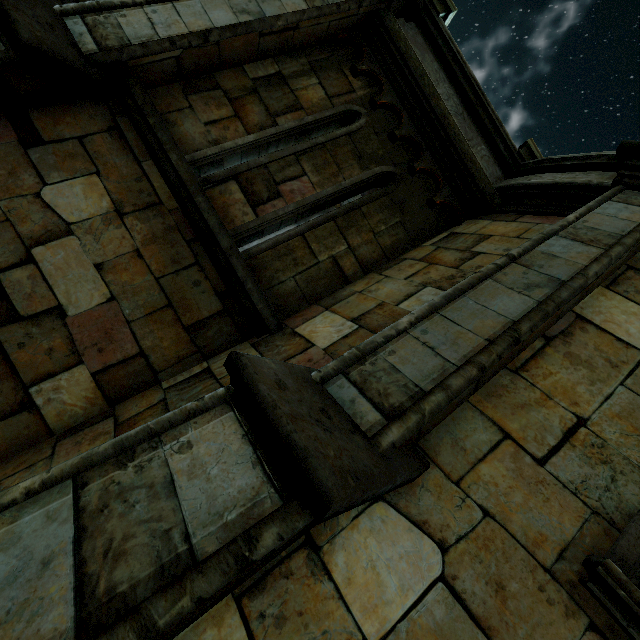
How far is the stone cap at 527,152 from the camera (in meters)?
4.75

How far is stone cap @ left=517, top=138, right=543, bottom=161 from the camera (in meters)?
4.75

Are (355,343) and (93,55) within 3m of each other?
no
